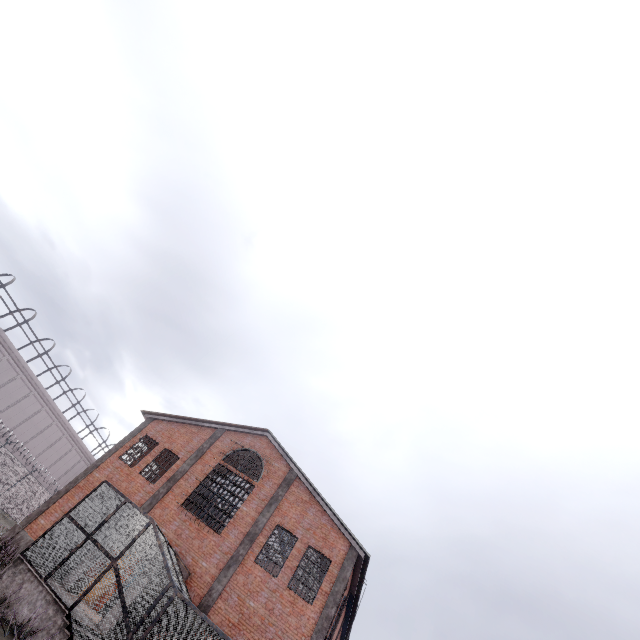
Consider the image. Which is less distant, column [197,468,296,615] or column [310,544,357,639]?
column [310,544,357,639]

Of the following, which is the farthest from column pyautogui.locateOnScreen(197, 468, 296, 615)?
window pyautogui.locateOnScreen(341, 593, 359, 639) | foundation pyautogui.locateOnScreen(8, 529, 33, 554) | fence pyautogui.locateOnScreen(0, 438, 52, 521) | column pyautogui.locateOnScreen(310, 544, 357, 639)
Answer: fence pyautogui.locateOnScreen(0, 438, 52, 521)

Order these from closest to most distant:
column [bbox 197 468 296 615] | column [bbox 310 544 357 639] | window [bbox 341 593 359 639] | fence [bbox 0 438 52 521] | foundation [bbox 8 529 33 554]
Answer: column [bbox 310 544 357 639]
column [bbox 197 468 296 615]
foundation [bbox 8 529 33 554]
window [bbox 341 593 359 639]
fence [bbox 0 438 52 521]

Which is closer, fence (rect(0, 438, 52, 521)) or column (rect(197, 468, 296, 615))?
column (rect(197, 468, 296, 615))

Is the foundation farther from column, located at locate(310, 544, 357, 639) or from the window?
the window

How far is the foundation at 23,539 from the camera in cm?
1631

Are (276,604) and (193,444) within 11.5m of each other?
yes

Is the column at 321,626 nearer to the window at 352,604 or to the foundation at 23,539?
the window at 352,604
